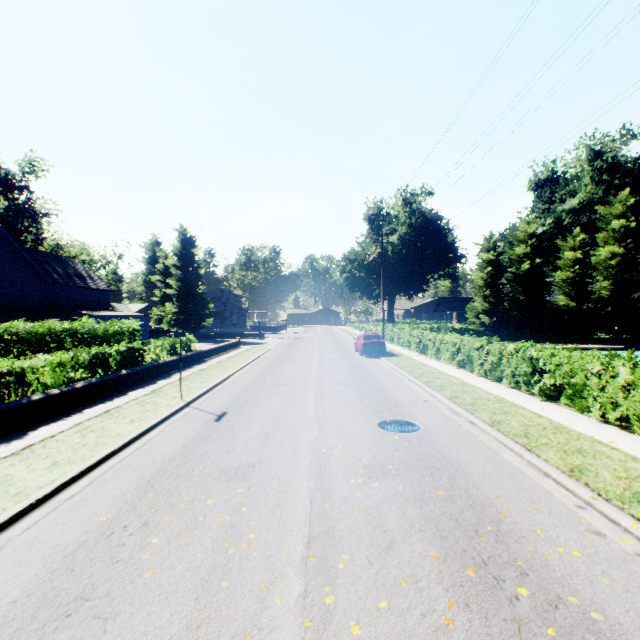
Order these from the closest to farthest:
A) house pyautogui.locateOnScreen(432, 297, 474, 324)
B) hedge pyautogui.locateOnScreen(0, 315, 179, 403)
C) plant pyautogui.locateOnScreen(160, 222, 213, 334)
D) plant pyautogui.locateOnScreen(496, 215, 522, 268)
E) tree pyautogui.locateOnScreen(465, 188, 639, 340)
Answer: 1. hedge pyautogui.locateOnScreen(0, 315, 179, 403)
2. tree pyautogui.locateOnScreen(465, 188, 639, 340)
3. plant pyautogui.locateOnScreen(160, 222, 213, 334)
4. house pyautogui.locateOnScreen(432, 297, 474, 324)
5. plant pyautogui.locateOnScreen(496, 215, 522, 268)

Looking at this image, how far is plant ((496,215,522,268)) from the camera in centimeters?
4762cm

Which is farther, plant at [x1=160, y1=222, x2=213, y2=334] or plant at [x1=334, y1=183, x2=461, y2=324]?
plant at [x1=334, y1=183, x2=461, y2=324]

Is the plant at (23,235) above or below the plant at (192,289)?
above

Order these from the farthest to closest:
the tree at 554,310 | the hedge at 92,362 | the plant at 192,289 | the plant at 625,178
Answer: the plant at 192,289 < the plant at 625,178 < the tree at 554,310 < the hedge at 92,362

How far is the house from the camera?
46.9m

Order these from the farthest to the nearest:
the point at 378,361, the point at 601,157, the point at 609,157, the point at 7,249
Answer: the point at 609,157 < the point at 601,157 < the point at 7,249 < the point at 378,361
